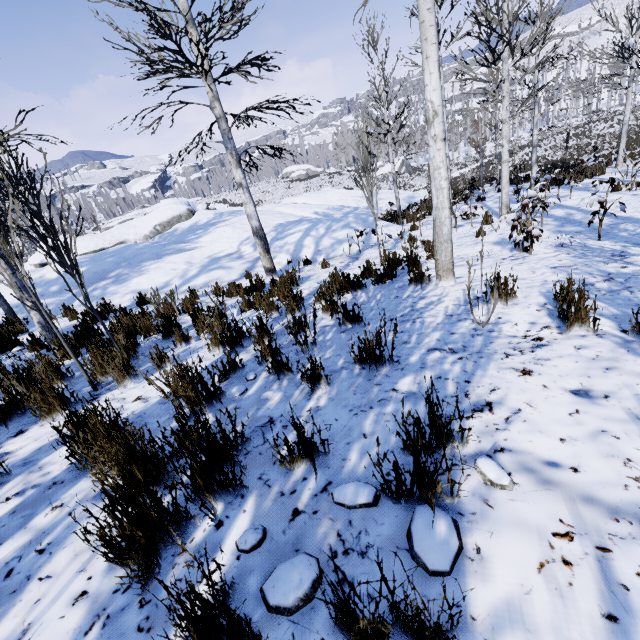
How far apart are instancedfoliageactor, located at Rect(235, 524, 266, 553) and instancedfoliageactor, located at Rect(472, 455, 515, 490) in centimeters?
20cm

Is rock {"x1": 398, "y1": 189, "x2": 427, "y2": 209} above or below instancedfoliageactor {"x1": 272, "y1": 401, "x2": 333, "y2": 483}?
below

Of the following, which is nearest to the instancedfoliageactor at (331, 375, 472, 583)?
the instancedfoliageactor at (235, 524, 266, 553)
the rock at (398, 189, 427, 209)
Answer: the instancedfoliageactor at (235, 524, 266, 553)

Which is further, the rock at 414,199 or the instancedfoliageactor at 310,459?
the rock at 414,199

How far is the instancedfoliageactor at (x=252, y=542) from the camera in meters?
1.4

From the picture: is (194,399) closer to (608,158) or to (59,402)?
(59,402)

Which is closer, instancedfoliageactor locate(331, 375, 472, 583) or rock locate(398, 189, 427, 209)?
instancedfoliageactor locate(331, 375, 472, 583)

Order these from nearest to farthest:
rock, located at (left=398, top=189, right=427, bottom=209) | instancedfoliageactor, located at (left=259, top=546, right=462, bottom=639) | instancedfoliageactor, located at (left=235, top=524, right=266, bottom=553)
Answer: instancedfoliageactor, located at (left=259, top=546, right=462, bottom=639)
instancedfoliageactor, located at (left=235, top=524, right=266, bottom=553)
rock, located at (left=398, top=189, right=427, bottom=209)
